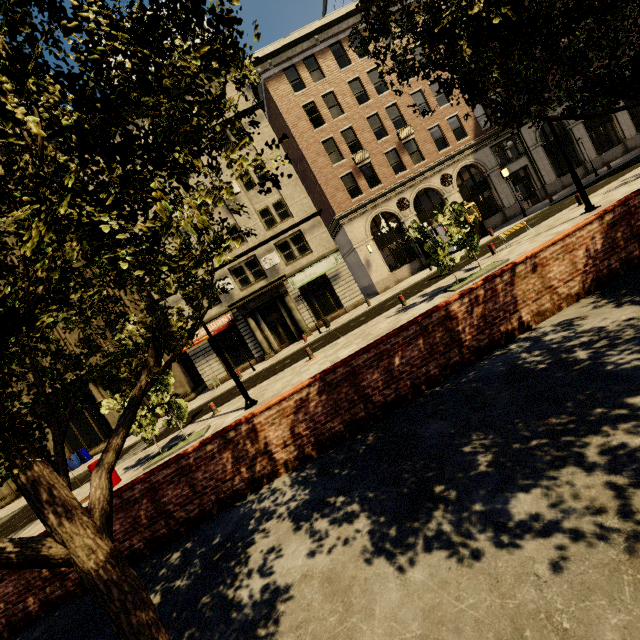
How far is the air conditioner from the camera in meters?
24.3

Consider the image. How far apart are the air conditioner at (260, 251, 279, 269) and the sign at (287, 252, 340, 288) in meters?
1.3 m

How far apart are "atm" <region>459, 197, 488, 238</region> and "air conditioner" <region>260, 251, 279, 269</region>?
14.29m

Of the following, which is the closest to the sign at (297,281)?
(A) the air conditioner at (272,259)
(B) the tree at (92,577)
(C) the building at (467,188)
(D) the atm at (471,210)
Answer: (C) the building at (467,188)

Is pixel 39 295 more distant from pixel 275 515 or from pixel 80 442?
pixel 80 442

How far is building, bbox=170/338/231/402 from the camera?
24.58m

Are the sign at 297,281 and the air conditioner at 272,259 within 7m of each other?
yes

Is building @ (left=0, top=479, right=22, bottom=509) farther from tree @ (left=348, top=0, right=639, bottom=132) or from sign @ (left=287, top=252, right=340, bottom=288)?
tree @ (left=348, top=0, right=639, bottom=132)
